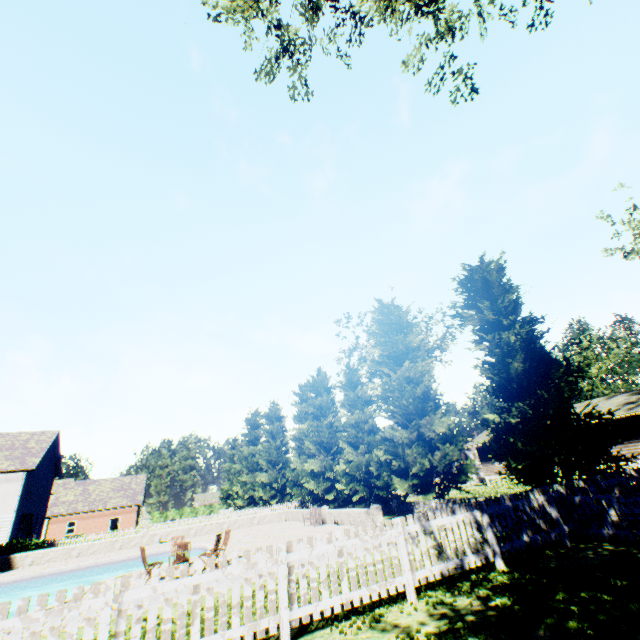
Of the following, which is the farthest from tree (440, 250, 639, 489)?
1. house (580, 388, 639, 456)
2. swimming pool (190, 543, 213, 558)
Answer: swimming pool (190, 543, 213, 558)

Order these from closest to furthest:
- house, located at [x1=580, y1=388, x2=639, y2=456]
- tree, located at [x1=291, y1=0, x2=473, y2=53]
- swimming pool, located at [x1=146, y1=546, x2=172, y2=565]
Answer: tree, located at [x1=291, y1=0, x2=473, y2=53]
swimming pool, located at [x1=146, y1=546, x2=172, y2=565]
house, located at [x1=580, y1=388, x2=639, y2=456]

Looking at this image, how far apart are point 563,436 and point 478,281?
7.6m

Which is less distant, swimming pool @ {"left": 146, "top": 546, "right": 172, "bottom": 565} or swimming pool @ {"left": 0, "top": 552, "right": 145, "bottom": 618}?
swimming pool @ {"left": 0, "top": 552, "right": 145, "bottom": 618}

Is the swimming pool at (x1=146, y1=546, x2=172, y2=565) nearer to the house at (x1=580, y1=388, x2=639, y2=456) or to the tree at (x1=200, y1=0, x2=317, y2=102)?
the tree at (x1=200, y1=0, x2=317, y2=102)

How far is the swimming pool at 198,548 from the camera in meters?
17.2 m

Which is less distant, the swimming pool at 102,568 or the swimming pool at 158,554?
the swimming pool at 102,568

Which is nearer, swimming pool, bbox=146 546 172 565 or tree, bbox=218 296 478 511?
tree, bbox=218 296 478 511
